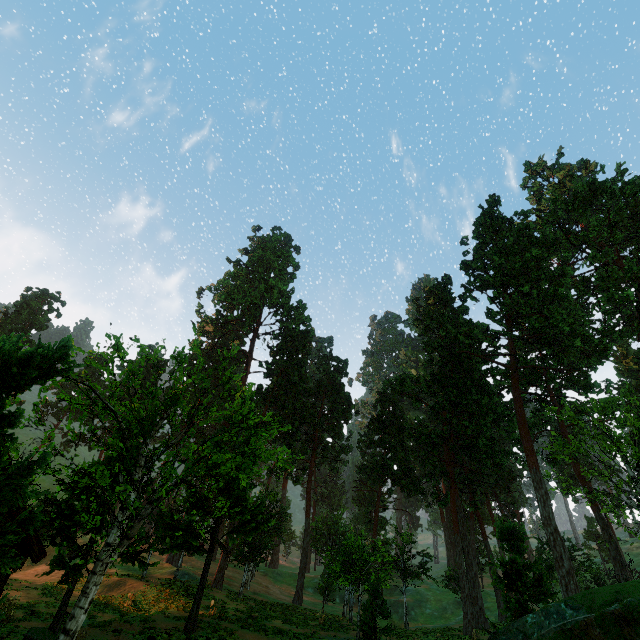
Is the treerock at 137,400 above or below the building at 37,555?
above

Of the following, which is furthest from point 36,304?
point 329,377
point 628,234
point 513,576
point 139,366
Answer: point 628,234

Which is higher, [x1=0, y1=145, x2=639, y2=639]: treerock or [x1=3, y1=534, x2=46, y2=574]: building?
[x1=0, y1=145, x2=639, y2=639]: treerock
